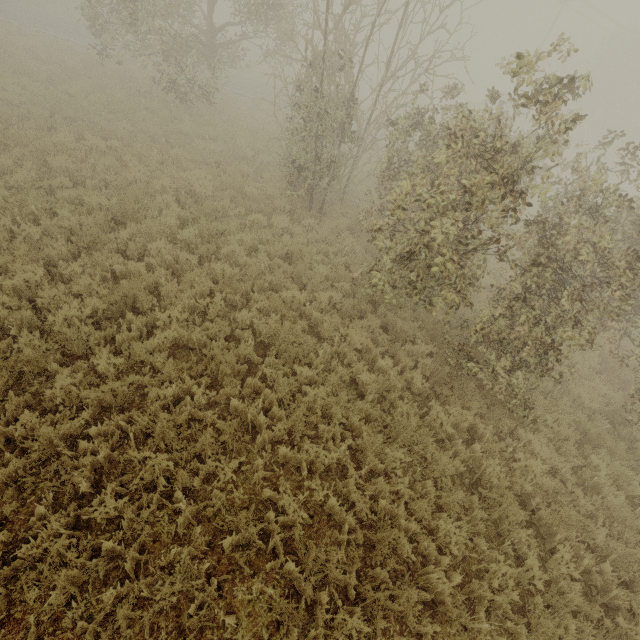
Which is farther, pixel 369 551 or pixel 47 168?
pixel 47 168
